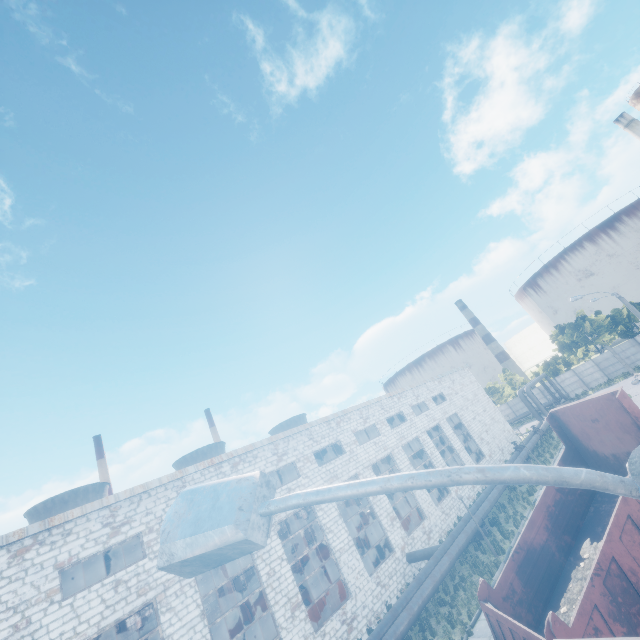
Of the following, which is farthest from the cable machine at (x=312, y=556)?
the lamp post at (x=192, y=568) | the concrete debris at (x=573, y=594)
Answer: the lamp post at (x=192, y=568)

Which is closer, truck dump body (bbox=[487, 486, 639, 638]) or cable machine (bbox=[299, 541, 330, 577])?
truck dump body (bbox=[487, 486, 639, 638])

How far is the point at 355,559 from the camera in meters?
19.0

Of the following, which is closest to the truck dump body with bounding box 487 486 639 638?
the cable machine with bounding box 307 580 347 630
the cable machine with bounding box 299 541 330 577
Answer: the cable machine with bounding box 307 580 347 630

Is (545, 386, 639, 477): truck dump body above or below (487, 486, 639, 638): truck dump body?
above

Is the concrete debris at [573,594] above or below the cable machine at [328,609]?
above

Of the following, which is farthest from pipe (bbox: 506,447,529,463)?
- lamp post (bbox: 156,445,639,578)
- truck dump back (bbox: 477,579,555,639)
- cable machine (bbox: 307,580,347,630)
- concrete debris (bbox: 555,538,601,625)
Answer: concrete debris (bbox: 555,538,601,625)

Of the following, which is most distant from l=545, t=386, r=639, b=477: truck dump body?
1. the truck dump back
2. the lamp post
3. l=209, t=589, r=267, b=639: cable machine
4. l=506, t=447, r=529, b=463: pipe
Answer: l=209, t=589, r=267, b=639: cable machine
